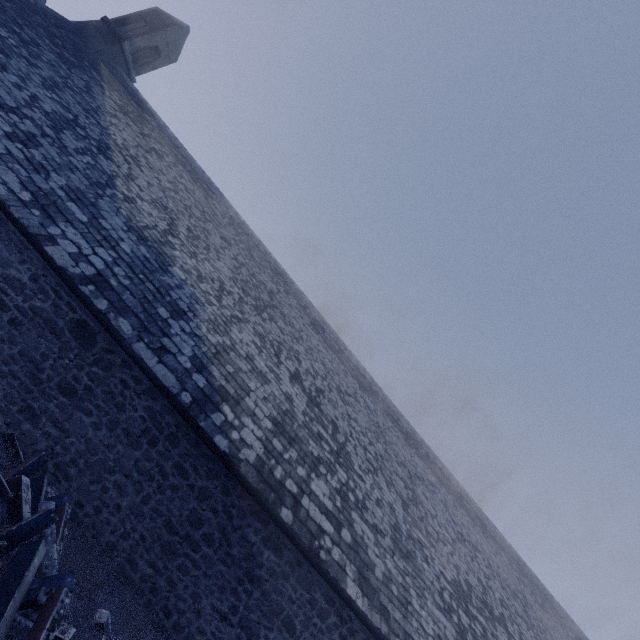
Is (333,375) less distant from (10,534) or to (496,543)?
(10,534)

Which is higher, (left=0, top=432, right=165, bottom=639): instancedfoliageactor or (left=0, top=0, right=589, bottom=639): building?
(left=0, top=0, right=589, bottom=639): building

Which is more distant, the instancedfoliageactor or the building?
the building

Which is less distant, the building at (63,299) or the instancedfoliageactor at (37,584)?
the instancedfoliageactor at (37,584)

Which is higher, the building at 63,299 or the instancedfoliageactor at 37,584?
the building at 63,299
